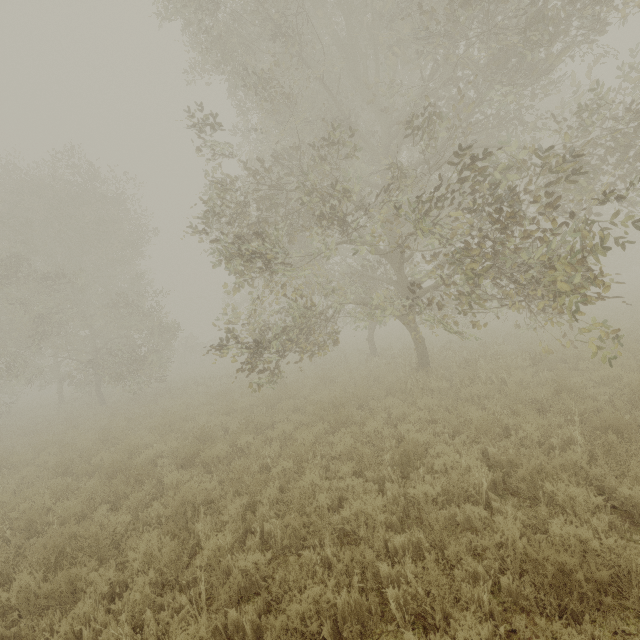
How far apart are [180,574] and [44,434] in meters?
16.2 m
